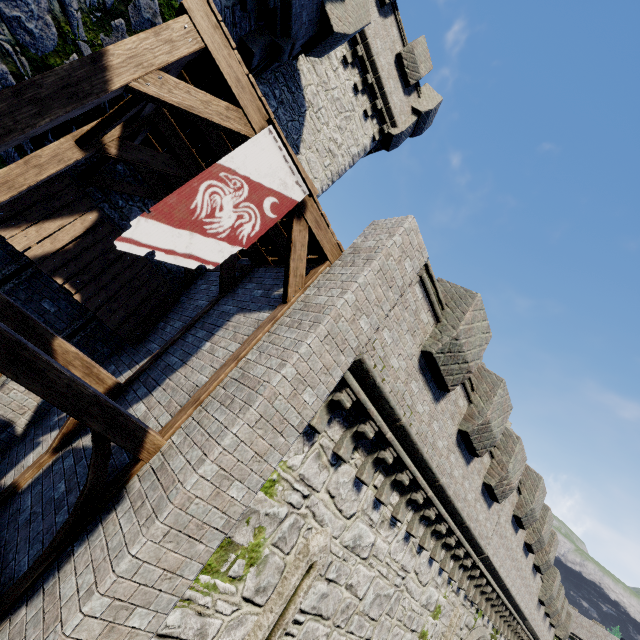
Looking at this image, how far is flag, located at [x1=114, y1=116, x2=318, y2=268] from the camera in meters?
3.9

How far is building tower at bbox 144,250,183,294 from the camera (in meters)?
8.98

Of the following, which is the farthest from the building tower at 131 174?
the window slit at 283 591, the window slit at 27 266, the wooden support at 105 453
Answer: the window slit at 283 591

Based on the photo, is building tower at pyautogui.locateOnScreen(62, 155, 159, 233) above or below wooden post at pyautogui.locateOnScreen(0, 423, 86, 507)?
above

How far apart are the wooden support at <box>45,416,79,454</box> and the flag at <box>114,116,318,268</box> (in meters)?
3.60

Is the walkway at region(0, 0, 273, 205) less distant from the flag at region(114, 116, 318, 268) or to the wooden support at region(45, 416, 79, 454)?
the flag at region(114, 116, 318, 268)

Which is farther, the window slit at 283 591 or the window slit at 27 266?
the window slit at 27 266

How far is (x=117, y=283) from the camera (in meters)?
7.84
